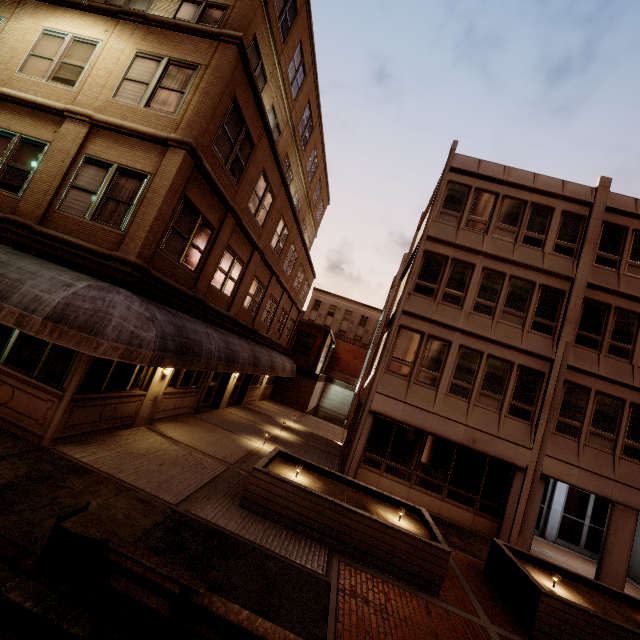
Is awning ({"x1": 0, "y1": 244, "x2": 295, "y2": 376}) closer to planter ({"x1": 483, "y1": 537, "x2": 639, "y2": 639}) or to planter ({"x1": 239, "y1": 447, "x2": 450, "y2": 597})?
planter ({"x1": 239, "y1": 447, "x2": 450, "y2": 597})

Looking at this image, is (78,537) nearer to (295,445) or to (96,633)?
(96,633)

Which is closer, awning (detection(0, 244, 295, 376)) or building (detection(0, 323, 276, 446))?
awning (detection(0, 244, 295, 376))

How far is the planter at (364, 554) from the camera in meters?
7.4 m

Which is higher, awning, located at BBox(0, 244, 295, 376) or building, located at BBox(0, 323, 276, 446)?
awning, located at BBox(0, 244, 295, 376)

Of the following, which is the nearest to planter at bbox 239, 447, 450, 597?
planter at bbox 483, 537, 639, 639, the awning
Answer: planter at bbox 483, 537, 639, 639

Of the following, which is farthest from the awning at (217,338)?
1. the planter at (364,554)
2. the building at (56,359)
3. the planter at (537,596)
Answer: the planter at (537,596)
